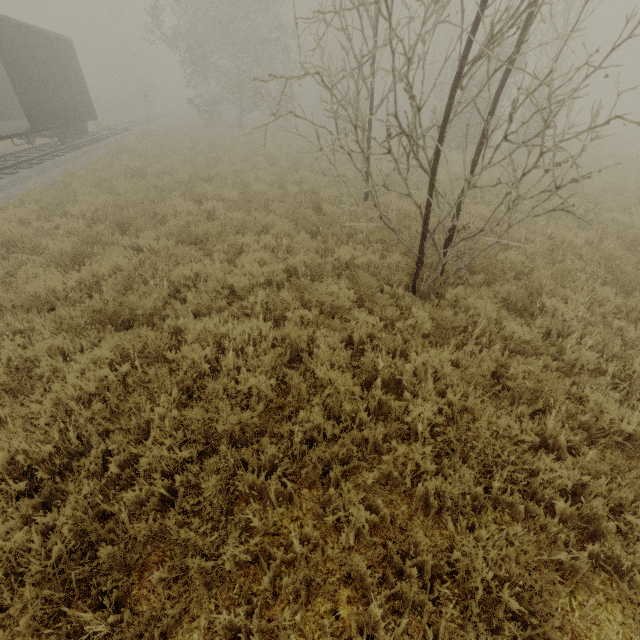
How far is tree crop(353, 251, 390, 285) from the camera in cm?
623

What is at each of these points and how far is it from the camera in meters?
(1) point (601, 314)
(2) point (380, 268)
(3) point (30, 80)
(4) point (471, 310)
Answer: (1) tree, 5.4
(2) tree, 6.5
(3) boxcar, 13.0
(4) tree, 5.0

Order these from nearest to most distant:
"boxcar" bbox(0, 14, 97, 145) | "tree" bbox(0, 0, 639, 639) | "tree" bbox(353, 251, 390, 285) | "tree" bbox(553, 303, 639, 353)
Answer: "tree" bbox(0, 0, 639, 639)
"tree" bbox(553, 303, 639, 353)
"tree" bbox(353, 251, 390, 285)
"boxcar" bbox(0, 14, 97, 145)

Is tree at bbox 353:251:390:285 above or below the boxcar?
below

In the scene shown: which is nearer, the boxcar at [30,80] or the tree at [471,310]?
the tree at [471,310]

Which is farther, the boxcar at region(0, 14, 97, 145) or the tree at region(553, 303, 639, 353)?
the boxcar at region(0, 14, 97, 145)

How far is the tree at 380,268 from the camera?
6.2m
